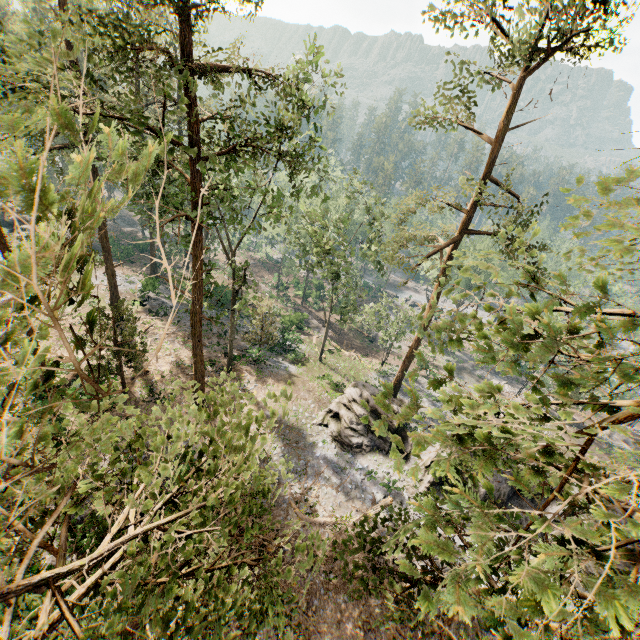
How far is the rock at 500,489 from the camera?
21.1 meters

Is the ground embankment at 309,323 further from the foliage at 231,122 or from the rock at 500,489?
the rock at 500,489

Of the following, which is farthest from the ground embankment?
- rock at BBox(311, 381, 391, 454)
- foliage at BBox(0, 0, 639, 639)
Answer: rock at BBox(311, 381, 391, 454)

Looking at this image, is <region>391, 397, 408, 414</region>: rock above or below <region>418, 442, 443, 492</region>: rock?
above

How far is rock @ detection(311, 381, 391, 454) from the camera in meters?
23.0

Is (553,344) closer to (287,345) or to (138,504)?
(138,504)

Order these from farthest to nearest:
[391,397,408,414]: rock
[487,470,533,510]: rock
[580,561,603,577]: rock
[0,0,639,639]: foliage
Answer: [391,397,408,414]: rock → [487,470,533,510]: rock → [580,561,603,577]: rock → [0,0,639,639]: foliage
